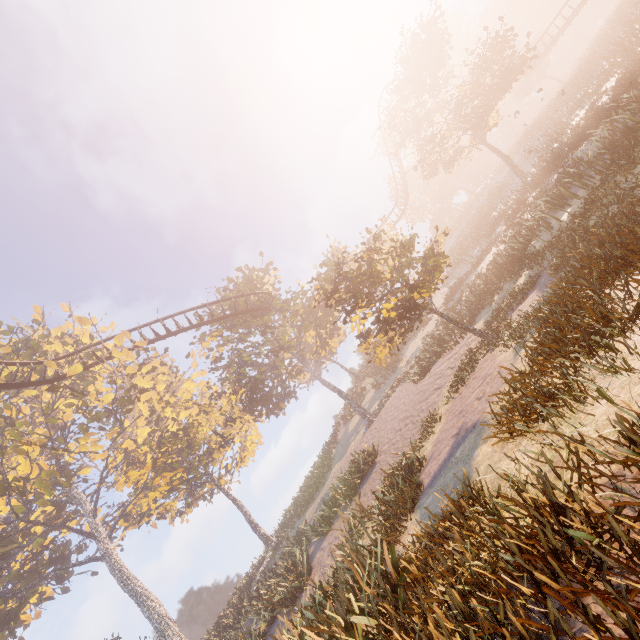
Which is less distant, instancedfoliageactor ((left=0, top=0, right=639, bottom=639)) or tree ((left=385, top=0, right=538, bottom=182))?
instancedfoliageactor ((left=0, top=0, right=639, bottom=639))

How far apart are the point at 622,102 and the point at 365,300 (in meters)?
35.05

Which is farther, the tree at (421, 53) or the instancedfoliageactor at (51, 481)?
the tree at (421, 53)
